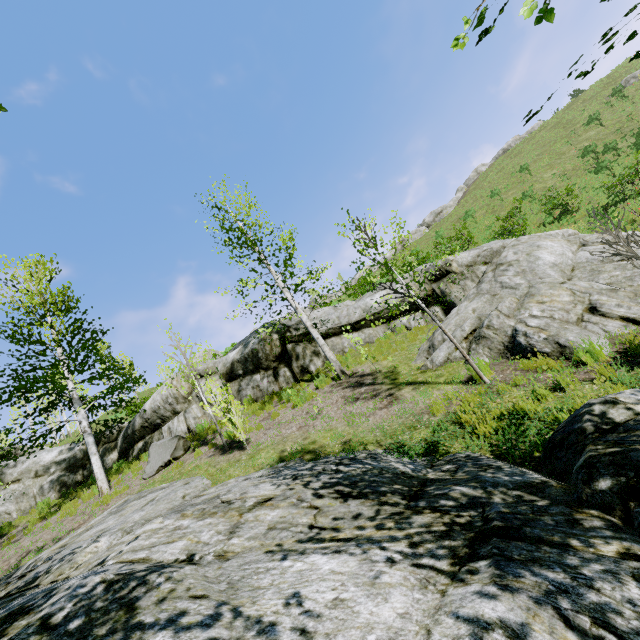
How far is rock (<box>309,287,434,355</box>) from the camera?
12.5 meters

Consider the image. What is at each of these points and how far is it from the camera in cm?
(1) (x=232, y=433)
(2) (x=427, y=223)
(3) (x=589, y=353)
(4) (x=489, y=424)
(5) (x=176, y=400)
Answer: (1) instancedfoliageactor, 988
(2) rock, 4578
(3) instancedfoliageactor, 547
(4) instancedfoliageactor, 460
(5) rock, 1309

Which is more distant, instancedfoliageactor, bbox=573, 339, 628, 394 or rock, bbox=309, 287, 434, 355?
rock, bbox=309, 287, 434, 355

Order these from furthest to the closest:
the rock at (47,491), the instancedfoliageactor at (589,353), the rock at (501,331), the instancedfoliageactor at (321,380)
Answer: the rock at (47,491), the instancedfoliageactor at (321,380), the rock at (501,331), the instancedfoliageactor at (589,353)

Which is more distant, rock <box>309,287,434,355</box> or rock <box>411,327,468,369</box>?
rock <box>309,287,434,355</box>

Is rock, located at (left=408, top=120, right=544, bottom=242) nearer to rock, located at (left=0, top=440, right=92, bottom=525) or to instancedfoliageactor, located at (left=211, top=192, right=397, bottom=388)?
rock, located at (left=0, top=440, right=92, bottom=525)

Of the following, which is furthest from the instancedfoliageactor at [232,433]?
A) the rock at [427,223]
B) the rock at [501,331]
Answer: the rock at [427,223]

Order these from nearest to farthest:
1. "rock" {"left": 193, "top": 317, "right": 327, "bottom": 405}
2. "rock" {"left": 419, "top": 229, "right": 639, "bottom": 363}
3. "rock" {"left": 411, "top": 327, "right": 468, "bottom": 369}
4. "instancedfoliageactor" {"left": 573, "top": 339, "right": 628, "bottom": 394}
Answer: "instancedfoliageactor" {"left": 573, "top": 339, "right": 628, "bottom": 394} < "rock" {"left": 419, "top": 229, "right": 639, "bottom": 363} < "rock" {"left": 411, "top": 327, "right": 468, "bottom": 369} < "rock" {"left": 193, "top": 317, "right": 327, "bottom": 405}
